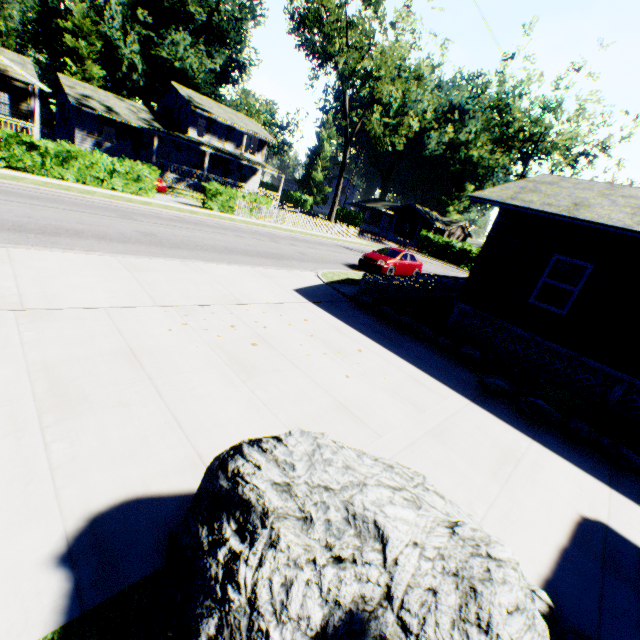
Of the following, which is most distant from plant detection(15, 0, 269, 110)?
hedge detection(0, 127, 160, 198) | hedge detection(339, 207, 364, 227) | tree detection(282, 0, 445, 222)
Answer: hedge detection(0, 127, 160, 198)

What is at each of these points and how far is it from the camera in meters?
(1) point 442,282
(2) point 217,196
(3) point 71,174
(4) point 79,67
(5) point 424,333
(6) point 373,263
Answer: (1) fence, 17.0 m
(2) hedge, 22.9 m
(3) hedge, 17.0 m
(4) plant, 38.8 m
(5) rock, 9.8 m
(6) car, 17.6 m

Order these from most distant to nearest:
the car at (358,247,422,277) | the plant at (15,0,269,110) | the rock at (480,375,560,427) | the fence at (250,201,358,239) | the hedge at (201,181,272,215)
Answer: the plant at (15,0,269,110) → the fence at (250,201,358,239) → the hedge at (201,181,272,215) → the car at (358,247,422,277) → the rock at (480,375,560,427)

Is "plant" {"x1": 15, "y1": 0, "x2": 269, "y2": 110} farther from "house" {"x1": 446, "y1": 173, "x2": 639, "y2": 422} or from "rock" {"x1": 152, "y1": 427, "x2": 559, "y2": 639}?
"rock" {"x1": 152, "y1": 427, "x2": 559, "y2": 639}

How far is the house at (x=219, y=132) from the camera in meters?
30.0 m

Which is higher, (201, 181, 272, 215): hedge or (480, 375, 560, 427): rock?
(201, 181, 272, 215): hedge

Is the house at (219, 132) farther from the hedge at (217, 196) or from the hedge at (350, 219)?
the hedge at (350, 219)

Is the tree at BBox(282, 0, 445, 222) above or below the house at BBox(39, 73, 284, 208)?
above
